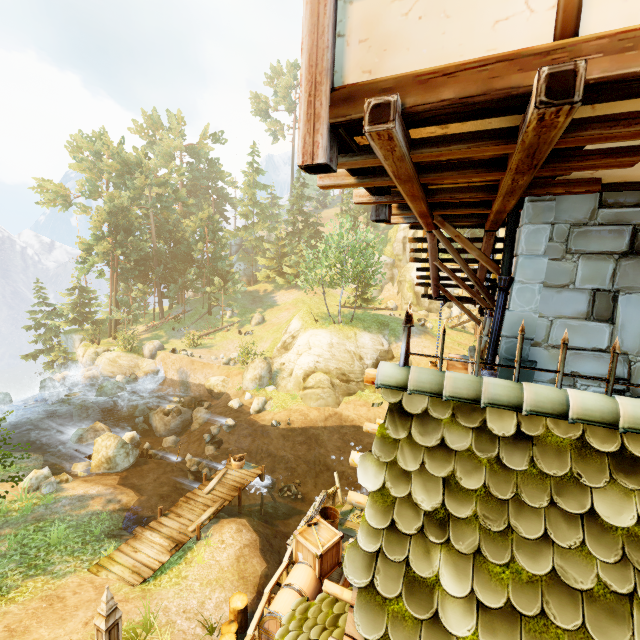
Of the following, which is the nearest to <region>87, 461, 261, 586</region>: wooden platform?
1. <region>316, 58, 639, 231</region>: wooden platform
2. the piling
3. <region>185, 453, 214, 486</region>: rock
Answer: <region>185, 453, 214, 486</region>: rock

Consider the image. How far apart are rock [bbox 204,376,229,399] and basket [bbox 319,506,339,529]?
19.9m

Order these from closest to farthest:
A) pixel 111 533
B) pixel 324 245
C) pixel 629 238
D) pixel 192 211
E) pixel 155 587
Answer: pixel 629 238 → pixel 155 587 → pixel 111 533 → pixel 324 245 → pixel 192 211

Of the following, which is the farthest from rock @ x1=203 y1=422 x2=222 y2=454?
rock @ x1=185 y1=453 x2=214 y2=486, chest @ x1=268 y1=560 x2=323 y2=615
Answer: chest @ x1=268 y1=560 x2=323 y2=615

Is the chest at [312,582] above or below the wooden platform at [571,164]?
below

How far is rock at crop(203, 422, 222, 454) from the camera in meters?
20.2

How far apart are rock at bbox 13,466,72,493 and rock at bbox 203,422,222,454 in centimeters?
691cm

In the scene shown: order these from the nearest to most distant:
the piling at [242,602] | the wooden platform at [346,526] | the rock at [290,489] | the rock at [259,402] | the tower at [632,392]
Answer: the tower at [632,392] < the piling at [242,602] < the wooden platform at [346,526] < the rock at [290,489] < the rock at [259,402]
